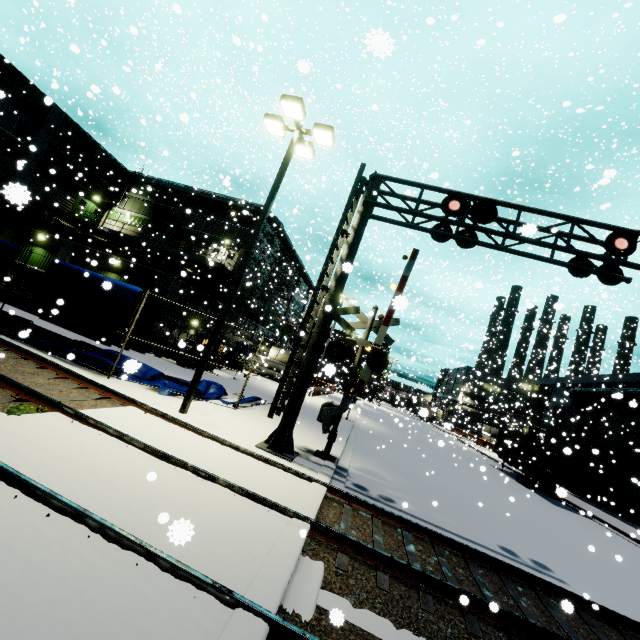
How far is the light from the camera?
A: 9.5m

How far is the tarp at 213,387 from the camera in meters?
12.5

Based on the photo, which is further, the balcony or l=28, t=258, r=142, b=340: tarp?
the balcony

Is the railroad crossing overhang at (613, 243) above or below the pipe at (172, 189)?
below

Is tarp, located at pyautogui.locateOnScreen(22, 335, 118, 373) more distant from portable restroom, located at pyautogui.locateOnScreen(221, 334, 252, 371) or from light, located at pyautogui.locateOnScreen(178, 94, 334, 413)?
portable restroom, located at pyautogui.locateOnScreen(221, 334, 252, 371)

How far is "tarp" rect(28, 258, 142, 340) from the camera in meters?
10.8 m

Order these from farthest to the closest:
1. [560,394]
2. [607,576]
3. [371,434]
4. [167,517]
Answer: [560,394] → [371,434] → [607,576] → [167,517]

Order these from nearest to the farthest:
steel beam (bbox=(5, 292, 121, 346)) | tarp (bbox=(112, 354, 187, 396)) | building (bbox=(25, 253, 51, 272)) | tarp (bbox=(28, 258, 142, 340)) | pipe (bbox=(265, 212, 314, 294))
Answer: tarp (bbox=(112, 354, 187, 396)) → tarp (bbox=(28, 258, 142, 340)) → steel beam (bbox=(5, 292, 121, 346)) → building (bbox=(25, 253, 51, 272)) → pipe (bbox=(265, 212, 314, 294))
